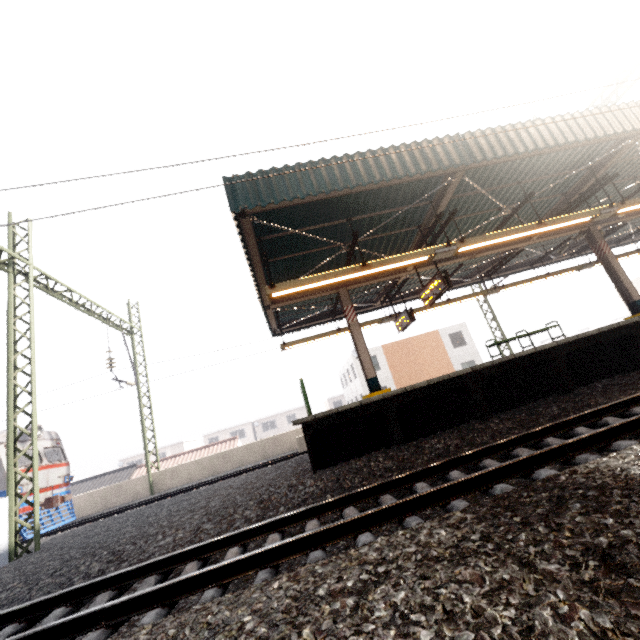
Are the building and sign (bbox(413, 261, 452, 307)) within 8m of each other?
no

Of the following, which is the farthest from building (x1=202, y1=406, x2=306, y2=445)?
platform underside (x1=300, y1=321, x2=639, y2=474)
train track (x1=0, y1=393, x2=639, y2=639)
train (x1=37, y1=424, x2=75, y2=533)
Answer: train track (x1=0, y1=393, x2=639, y2=639)

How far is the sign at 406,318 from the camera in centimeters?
1139cm

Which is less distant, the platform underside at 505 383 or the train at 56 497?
the platform underside at 505 383

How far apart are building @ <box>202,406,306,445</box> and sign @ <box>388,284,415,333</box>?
42.9 meters

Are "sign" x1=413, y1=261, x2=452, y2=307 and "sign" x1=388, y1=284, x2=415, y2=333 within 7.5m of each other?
yes

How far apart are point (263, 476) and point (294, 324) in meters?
7.0 m

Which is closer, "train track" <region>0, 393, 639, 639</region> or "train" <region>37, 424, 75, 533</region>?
"train track" <region>0, 393, 639, 639</region>
